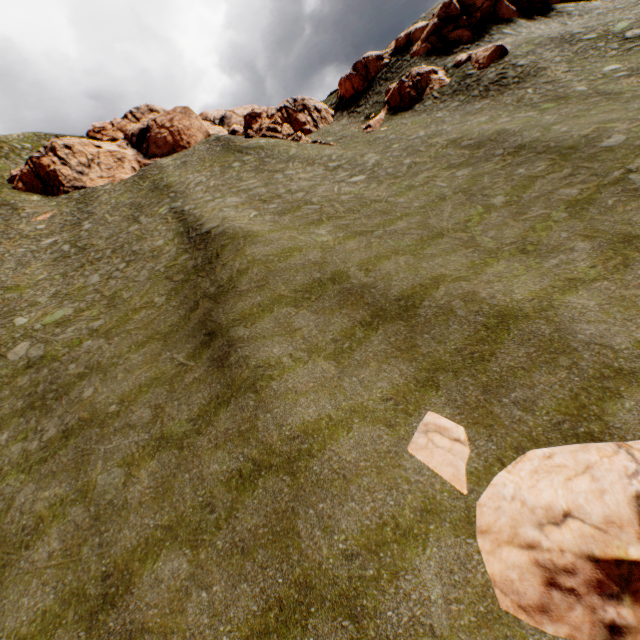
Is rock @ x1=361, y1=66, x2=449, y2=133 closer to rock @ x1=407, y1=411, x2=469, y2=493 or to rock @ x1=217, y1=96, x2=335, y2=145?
rock @ x1=217, y1=96, x2=335, y2=145

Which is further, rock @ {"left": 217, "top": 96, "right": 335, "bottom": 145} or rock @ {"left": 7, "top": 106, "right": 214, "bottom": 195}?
rock @ {"left": 7, "top": 106, "right": 214, "bottom": 195}

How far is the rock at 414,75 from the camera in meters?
34.4 m

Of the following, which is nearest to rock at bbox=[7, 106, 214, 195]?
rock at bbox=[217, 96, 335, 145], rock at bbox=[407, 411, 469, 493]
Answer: rock at bbox=[217, 96, 335, 145]

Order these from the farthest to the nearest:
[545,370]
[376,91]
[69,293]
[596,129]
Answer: [376,91] → [69,293] → [596,129] → [545,370]

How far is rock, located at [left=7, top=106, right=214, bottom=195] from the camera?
38.75m

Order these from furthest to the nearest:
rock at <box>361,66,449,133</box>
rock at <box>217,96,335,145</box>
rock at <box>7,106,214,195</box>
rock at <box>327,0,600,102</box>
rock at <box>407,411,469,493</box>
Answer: rock at <box>7,106,214,195</box> < rock at <box>217,96,335,145</box> < rock at <box>327,0,600,102</box> < rock at <box>361,66,449,133</box> < rock at <box>407,411,469,493</box>

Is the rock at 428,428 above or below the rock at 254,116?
below
